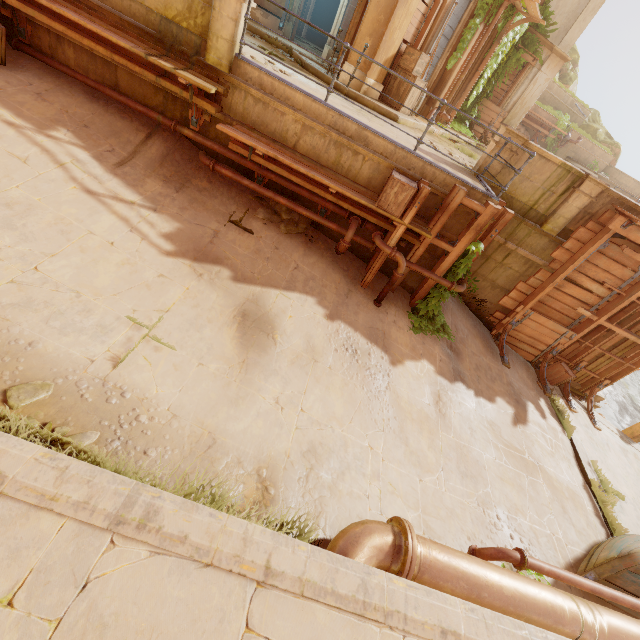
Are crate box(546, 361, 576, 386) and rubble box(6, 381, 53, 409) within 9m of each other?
no

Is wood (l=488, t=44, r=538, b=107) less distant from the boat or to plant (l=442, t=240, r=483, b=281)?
plant (l=442, t=240, r=483, b=281)

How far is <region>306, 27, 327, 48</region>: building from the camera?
16.0m

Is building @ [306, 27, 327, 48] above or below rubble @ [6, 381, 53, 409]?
above

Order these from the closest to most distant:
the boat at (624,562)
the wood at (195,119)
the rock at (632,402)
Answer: the boat at (624,562)
the wood at (195,119)
the rock at (632,402)

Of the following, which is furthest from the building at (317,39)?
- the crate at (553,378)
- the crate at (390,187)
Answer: the crate at (553,378)

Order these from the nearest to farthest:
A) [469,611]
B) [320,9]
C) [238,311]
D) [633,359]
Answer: [469,611] → [238,311] → [633,359] → [320,9]

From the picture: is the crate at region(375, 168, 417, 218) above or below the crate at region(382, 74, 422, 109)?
below
